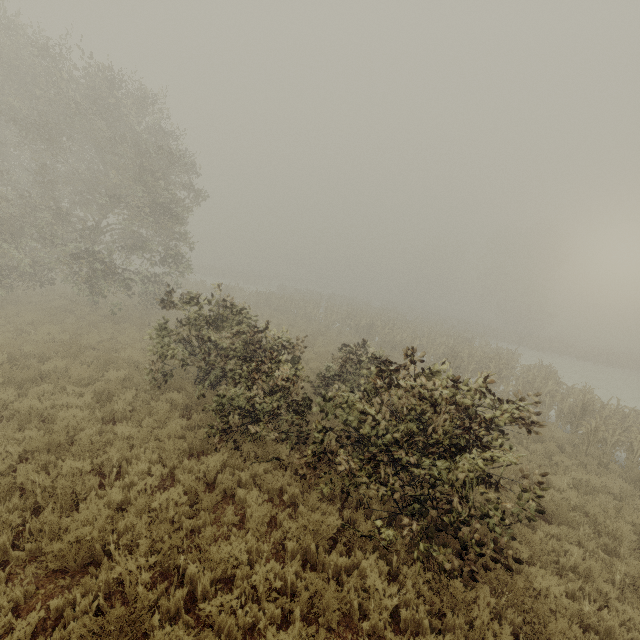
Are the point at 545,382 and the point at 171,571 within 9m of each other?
no
